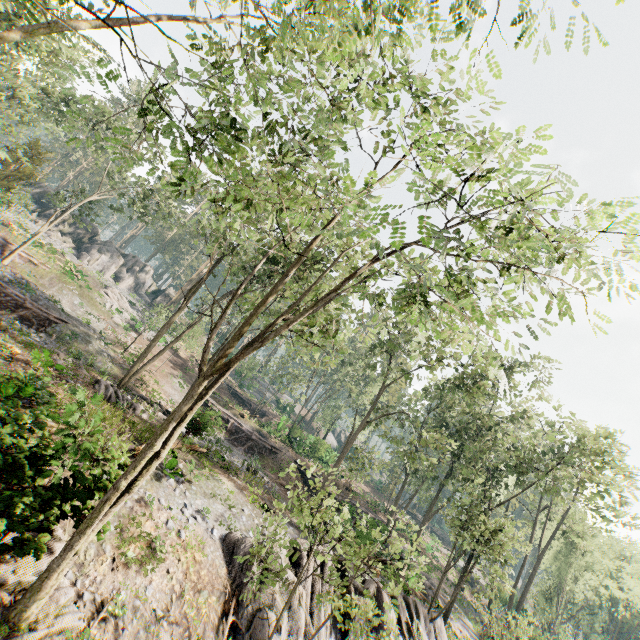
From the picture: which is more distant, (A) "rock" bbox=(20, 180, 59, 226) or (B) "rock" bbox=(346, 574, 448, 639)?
(A) "rock" bbox=(20, 180, 59, 226)

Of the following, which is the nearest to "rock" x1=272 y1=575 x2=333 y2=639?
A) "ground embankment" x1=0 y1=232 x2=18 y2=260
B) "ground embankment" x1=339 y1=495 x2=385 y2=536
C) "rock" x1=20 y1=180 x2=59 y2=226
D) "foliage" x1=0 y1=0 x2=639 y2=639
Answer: "foliage" x1=0 y1=0 x2=639 y2=639

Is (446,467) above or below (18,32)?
above

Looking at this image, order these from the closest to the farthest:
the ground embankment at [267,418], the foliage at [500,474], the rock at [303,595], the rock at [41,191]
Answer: the foliage at [500,474]
the rock at [303,595]
the ground embankment at [267,418]
the rock at [41,191]

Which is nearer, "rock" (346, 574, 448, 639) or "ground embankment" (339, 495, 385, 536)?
"rock" (346, 574, 448, 639)

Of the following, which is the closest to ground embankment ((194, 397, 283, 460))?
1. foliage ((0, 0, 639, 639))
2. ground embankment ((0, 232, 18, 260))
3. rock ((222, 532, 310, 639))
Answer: rock ((222, 532, 310, 639))

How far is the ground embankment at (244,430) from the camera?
16.5m

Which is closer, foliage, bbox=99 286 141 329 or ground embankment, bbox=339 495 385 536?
ground embankment, bbox=339 495 385 536
